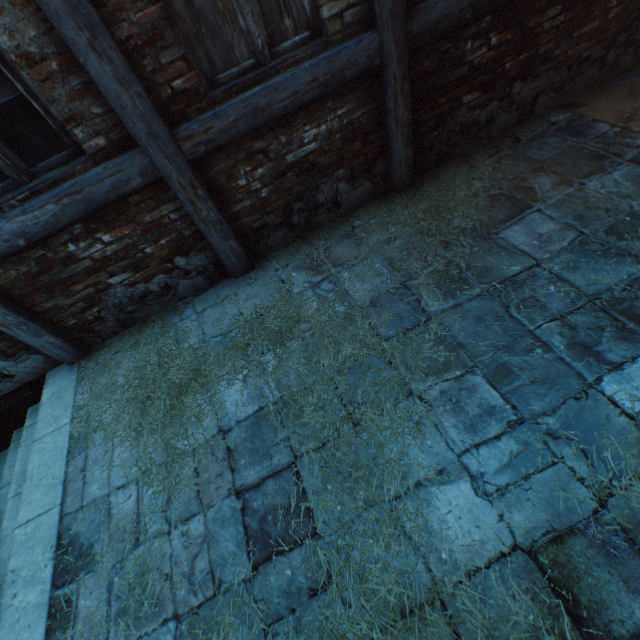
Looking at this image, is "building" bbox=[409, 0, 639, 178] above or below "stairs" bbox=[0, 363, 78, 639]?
above

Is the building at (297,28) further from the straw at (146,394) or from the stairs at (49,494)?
the stairs at (49,494)

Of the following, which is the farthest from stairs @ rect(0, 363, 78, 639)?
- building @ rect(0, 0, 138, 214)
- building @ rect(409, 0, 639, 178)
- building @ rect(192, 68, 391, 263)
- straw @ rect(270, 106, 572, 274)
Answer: building @ rect(409, 0, 639, 178)

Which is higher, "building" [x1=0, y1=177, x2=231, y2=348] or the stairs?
"building" [x1=0, y1=177, x2=231, y2=348]

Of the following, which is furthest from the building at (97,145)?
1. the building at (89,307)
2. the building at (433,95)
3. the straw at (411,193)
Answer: the building at (433,95)

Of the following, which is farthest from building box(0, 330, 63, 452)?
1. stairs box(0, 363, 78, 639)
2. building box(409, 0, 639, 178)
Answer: building box(409, 0, 639, 178)

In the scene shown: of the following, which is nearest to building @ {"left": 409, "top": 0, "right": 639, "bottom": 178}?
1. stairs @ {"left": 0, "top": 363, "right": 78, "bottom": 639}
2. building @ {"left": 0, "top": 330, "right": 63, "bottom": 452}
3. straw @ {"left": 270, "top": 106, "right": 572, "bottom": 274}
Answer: straw @ {"left": 270, "top": 106, "right": 572, "bottom": 274}

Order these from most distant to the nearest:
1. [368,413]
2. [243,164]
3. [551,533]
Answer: [243,164] < [368,413] < [551,533]
